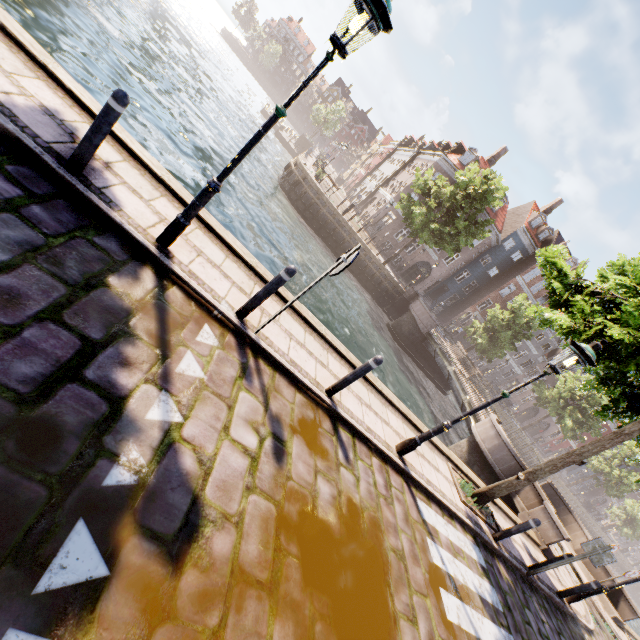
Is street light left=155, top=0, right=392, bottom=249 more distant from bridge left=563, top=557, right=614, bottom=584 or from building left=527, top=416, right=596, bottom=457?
building left=527, top=416, right=596, bottom=457

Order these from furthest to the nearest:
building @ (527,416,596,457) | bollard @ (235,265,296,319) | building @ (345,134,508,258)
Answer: building @ (527,416,596,457)
building @ (345,134,508,258)
bollard @ (235,265,296,319)

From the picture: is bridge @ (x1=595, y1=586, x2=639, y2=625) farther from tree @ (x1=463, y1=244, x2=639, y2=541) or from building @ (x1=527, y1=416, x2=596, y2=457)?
building @ (x1=527, y1=416, x2=596, y2=457)

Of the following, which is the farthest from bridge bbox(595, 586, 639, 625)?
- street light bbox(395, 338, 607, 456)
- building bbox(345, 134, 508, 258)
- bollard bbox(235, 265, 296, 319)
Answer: bollard bbox(235, 265, 296, 319)

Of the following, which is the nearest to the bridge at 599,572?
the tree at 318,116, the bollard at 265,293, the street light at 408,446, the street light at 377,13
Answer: the tree at 318,116

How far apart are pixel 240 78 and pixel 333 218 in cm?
5088

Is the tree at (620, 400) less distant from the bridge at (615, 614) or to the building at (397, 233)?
the bridge at (615, 614)

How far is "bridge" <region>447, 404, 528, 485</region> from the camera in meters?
12.9 m
